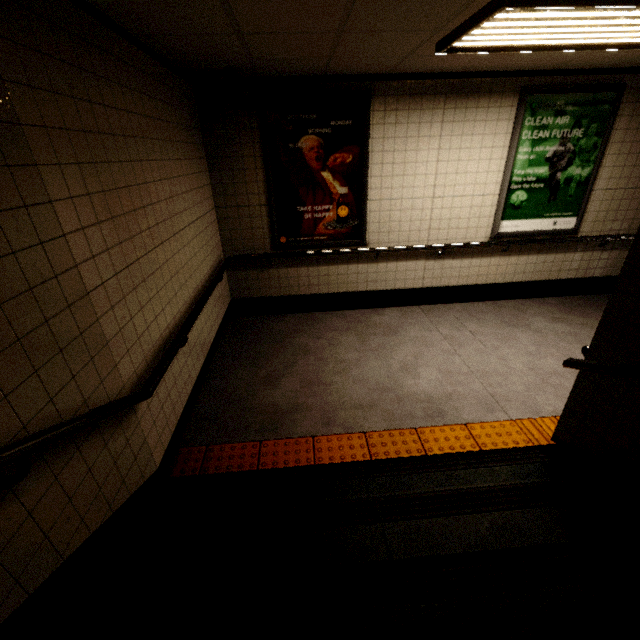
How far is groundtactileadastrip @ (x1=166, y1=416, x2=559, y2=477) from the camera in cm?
261

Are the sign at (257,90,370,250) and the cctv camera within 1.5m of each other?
yes

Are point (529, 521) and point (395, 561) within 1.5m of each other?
yes

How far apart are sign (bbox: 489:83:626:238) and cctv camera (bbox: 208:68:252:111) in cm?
318

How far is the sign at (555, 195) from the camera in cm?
387

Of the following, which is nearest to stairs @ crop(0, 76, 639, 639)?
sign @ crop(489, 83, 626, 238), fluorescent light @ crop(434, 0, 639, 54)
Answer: fluorescent light @ crop(434, 0, 639, 54)

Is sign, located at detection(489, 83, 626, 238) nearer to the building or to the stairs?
the building

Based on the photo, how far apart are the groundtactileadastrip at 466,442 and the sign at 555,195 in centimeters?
259cm
